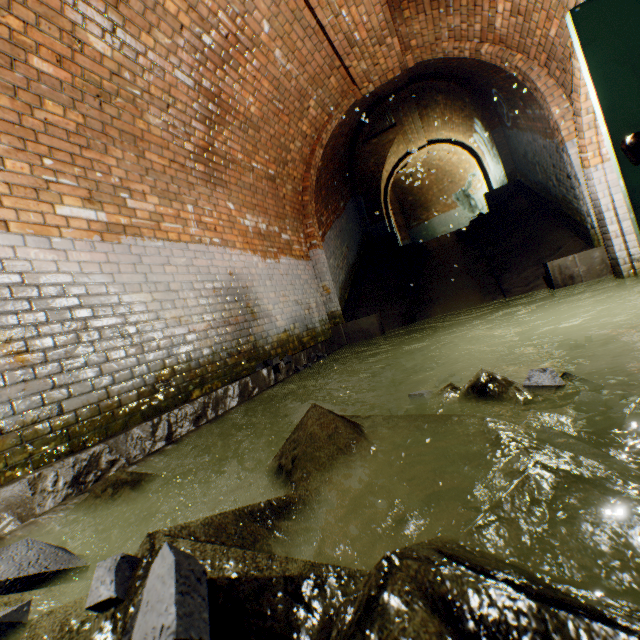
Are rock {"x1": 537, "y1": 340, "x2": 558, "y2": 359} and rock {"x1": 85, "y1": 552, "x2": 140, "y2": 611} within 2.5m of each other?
no

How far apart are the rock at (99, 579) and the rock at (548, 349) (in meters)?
3.38

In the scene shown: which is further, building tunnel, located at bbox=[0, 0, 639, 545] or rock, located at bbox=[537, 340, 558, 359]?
rock, located at bbox=[537, 340, 558, 359]

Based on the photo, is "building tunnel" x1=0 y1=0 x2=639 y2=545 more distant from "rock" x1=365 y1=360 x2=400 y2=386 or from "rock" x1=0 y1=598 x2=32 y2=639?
"rock" x1=0 y1=598 x2=32 y2=639

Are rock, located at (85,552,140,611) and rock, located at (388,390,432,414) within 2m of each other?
yes

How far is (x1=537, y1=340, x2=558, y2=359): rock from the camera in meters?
3.0 m

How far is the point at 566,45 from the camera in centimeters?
387cm

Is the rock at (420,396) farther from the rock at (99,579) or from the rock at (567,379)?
the rock at (99,579)
